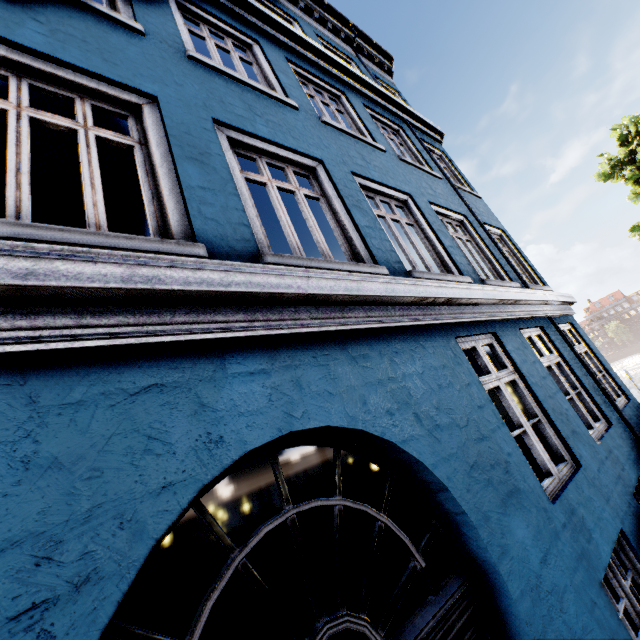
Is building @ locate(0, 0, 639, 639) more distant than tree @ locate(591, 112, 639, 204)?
No

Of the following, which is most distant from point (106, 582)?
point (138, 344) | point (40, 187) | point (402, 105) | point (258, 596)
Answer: point (40, 187)

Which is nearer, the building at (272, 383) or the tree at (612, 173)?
the building at (272, 383)
